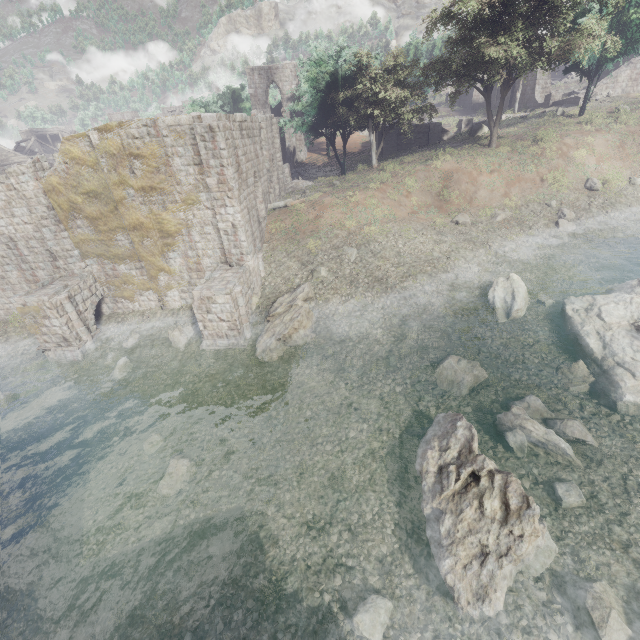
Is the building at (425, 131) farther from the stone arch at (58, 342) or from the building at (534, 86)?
the building at (534, 86)

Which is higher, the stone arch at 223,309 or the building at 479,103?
the building at 479,103

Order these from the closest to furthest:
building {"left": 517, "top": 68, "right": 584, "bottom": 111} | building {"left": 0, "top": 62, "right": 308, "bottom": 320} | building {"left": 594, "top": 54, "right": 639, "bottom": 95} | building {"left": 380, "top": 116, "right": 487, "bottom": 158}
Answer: building {"left": 0, "top": 62, "right": 308, "bottom": 320} < building {"left": 594, "top": 54, "right": 639, "bottom": 95} < building {"left": 380, "top": 116, "right": 487, "bottom": 158} < building {"left": 517, "top": 68, "right": 584, "bottom": 111}

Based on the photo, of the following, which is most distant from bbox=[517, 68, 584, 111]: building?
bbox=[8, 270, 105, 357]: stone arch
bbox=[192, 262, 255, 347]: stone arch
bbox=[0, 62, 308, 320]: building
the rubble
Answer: bbox=[8, 270, 105, 357]: stone arch

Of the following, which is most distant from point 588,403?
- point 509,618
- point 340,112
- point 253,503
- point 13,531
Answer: point 340,112

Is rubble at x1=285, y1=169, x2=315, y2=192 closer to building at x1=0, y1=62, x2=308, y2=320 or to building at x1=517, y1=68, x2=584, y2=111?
building at x1=0, y1=62, x2=308, y2=320

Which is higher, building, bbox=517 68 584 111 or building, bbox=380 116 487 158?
building, bbox=517 68 584 111
